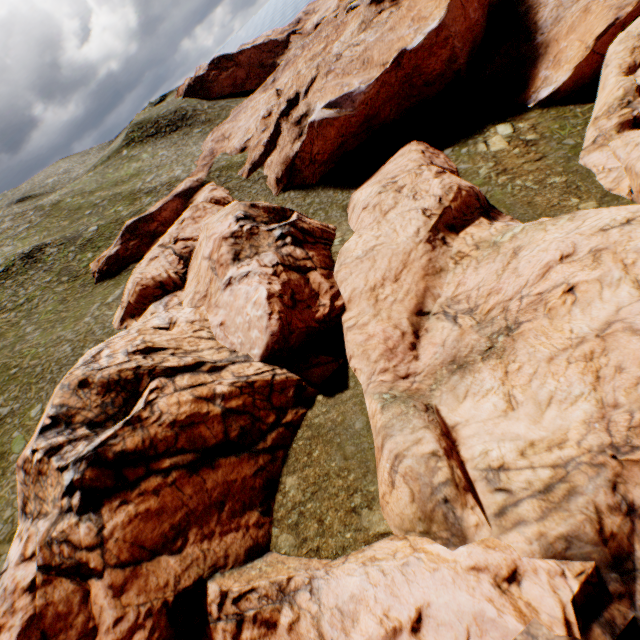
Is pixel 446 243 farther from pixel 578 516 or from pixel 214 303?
pixel 214 303
